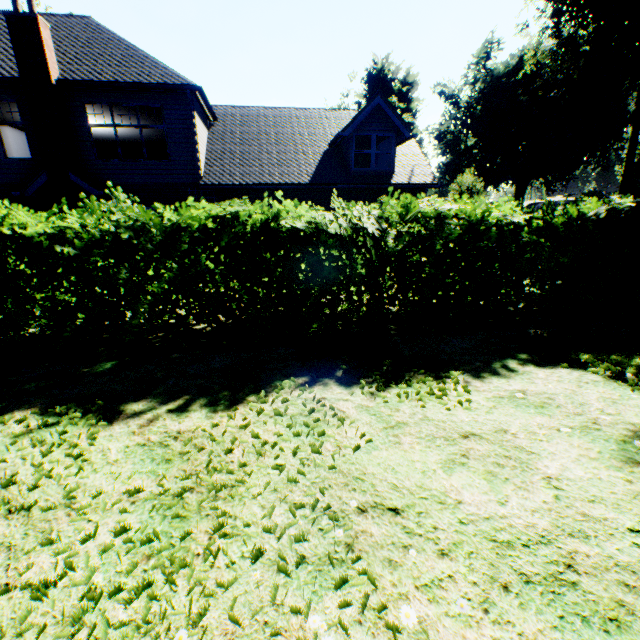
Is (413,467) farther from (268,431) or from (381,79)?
(381,79)

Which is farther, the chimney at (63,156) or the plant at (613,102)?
the plant at (613,102)

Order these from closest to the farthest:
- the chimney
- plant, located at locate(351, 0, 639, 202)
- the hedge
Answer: the hedge, the chimney, plant, located at locate(351, 0, 639, 202)

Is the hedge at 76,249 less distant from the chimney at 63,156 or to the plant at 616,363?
the chimney at 63,156

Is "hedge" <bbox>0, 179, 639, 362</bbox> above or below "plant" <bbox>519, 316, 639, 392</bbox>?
above

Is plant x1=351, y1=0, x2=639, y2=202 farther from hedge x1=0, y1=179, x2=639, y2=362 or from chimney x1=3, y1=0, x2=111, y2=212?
chimney x1=3, y1=0, x2=111, y2=212
